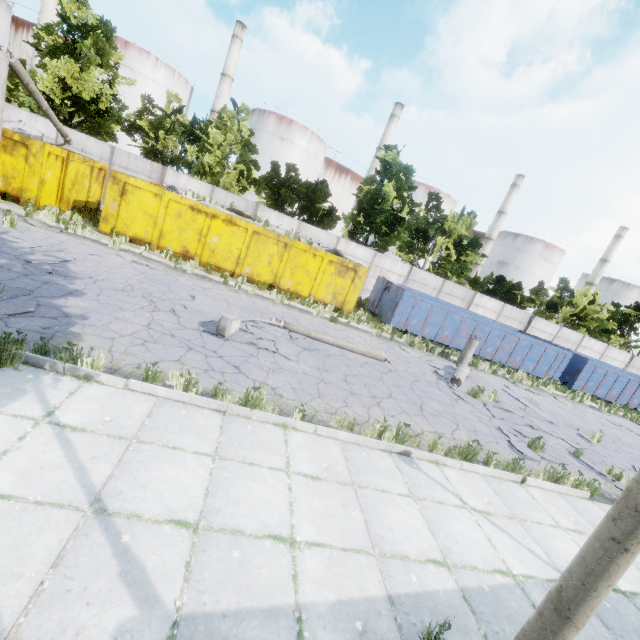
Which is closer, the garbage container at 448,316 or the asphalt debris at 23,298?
the asphalt debris at 23,298

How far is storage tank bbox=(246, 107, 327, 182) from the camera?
45.84m

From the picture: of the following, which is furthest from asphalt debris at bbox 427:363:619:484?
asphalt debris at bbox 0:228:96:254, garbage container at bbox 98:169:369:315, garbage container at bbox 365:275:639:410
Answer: asphalt debris at bbox 0:228:96:254

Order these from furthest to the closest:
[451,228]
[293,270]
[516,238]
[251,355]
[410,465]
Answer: [516,238]
[451,228]
[293,270]
[251,355]
[410,465]

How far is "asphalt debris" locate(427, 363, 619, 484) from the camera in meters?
8.4

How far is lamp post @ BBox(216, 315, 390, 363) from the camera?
7.55m

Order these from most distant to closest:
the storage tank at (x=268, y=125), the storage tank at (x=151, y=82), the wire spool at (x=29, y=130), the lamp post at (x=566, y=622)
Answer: the storage tank at (x=268, y=125)
the storage tank at (x=151, y=82)
the wire spool at (x=29, y=130)
the lamp post at (x=566, y=622)

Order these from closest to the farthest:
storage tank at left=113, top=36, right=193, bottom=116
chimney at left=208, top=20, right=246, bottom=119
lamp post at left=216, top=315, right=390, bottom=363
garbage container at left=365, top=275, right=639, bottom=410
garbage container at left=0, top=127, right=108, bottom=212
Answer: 1. lamp post at left=216, top=315, right=390, bottom=363
2. garbage container at left=0, top=127, right=108, bottom=212
3. garbage container at left=365, top=275, right=639, bottom=410
4. storage tank at left=113, top=36, right=193, bottom=116
5. chimney at left=208, top=20, right=246, bottom=119
